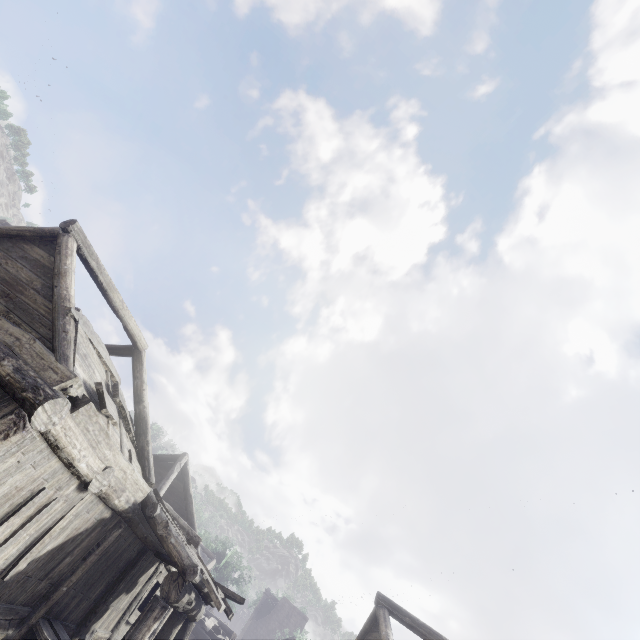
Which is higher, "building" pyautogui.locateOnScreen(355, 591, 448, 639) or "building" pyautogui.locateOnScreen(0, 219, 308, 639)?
"building" pyautogui.locateOnScreen(355, 591, 448, 639)

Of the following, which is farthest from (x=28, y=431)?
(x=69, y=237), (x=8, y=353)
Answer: (x=69, y=237)

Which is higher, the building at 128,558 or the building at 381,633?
the building at 381,633

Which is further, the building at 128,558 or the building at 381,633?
the building at 381,633

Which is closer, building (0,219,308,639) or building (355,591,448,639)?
building (0,219,308,639)
